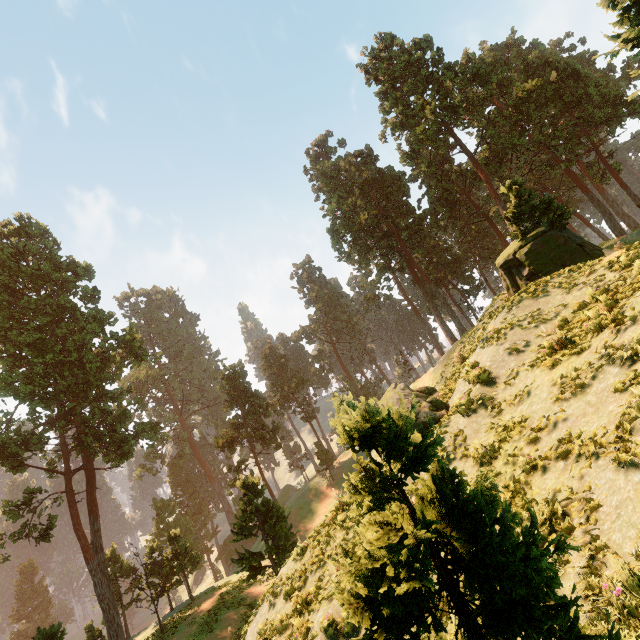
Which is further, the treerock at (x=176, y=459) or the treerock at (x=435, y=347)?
the treerock at (x=176, y=459)

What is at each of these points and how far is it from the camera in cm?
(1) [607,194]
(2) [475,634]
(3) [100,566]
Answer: (1) treerock, 4844
(2) treerock, 204
(3) treerock, 2677

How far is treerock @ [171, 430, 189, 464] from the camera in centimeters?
5712cm

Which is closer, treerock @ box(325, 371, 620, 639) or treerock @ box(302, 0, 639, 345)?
treerock @ box(325, 371, 620, 639)

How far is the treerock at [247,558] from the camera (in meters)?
20.80

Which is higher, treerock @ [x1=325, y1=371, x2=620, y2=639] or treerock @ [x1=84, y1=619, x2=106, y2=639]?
treerock @ [x1=325, y1=371, x2=620, y2=639]
